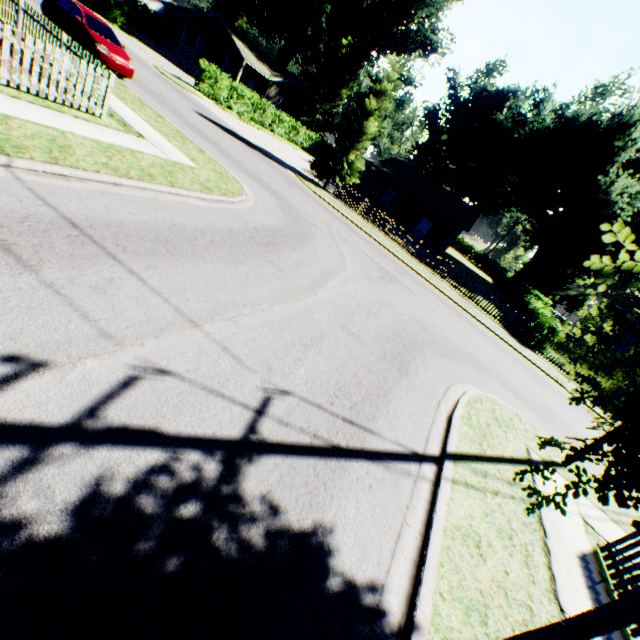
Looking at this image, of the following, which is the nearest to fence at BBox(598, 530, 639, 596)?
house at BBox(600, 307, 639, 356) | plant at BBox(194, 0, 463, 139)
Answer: house at BBox(600, 307, 639, 356)

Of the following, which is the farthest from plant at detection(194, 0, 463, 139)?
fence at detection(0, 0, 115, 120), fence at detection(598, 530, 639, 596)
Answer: fence at detection(598, 530, 639, 596)

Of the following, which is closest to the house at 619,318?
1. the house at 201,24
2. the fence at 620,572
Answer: the fence at 620,572

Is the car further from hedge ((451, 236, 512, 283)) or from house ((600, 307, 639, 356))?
house ((600, 307, 639, 356))

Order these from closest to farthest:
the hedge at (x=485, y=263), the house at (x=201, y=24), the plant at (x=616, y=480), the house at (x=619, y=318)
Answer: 1. the plant at (x=616, y=480)
2. the house at (x=619, y=318)
3. the house at (x=201, y=24)
4. the hedge at (x=485, y=263)

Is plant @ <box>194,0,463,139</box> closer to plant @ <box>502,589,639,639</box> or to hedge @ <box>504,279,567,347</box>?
plant @ <box>502,589,639,639</box>

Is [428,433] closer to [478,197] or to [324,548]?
[324,548]

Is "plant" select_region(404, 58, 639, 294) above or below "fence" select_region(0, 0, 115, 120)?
above
